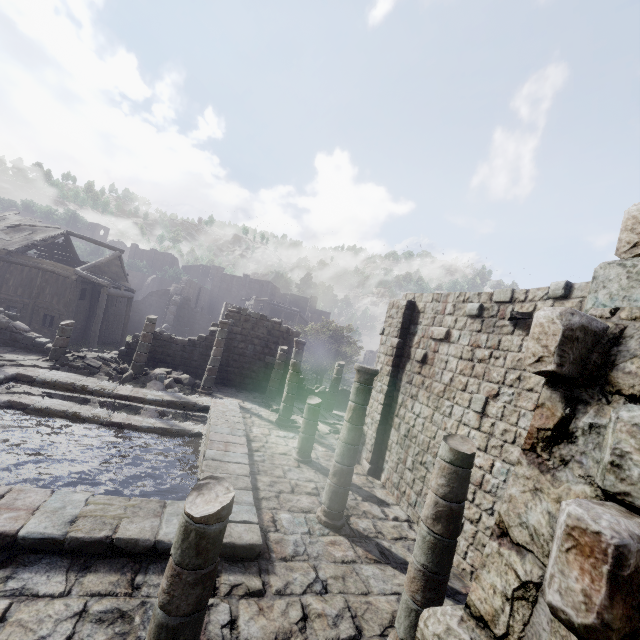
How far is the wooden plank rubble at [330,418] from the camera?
15.1 meters

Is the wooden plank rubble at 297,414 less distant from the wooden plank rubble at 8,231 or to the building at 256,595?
the building at 256,595

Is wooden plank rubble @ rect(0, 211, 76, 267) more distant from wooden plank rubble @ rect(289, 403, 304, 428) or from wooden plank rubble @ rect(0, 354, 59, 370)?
wooden plank rubble @ rect(289, 403, 304, 428)

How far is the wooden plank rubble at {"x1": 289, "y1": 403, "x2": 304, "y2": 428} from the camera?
14.8m

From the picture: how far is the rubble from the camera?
14.6m

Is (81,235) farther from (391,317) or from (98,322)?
(391,317)

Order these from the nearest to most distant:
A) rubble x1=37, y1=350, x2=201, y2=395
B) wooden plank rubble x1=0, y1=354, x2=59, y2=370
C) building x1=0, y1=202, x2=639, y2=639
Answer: building x1=0, y1=202, x2=639, y2=639 < wooden plank rubble x1=0, y1=354, x2=59, y2=370 < rubble x1=37, y1=350, x2=201, y2=395
